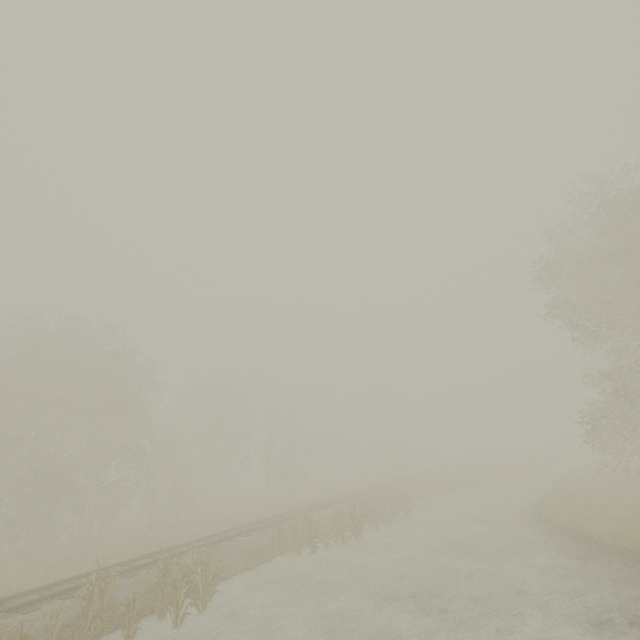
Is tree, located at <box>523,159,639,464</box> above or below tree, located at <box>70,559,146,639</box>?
above

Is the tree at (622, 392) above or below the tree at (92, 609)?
above

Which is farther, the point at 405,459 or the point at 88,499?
the point at 405,459

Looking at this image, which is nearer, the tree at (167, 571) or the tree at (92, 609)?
the tree at (92, 609)

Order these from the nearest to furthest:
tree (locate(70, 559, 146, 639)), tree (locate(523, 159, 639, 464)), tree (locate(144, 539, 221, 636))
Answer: tree (locate(70, 559, 146, 639)) → tree (locate(144, 539, 221, 636)) → tree (locate(523, 159, 639, 464))

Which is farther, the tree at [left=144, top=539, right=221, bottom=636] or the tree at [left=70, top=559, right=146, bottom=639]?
the tree at [left=144, top=539, right=221, bottom=636]

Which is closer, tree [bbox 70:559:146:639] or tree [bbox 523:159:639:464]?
tree [bbox 70:559:146:639]
